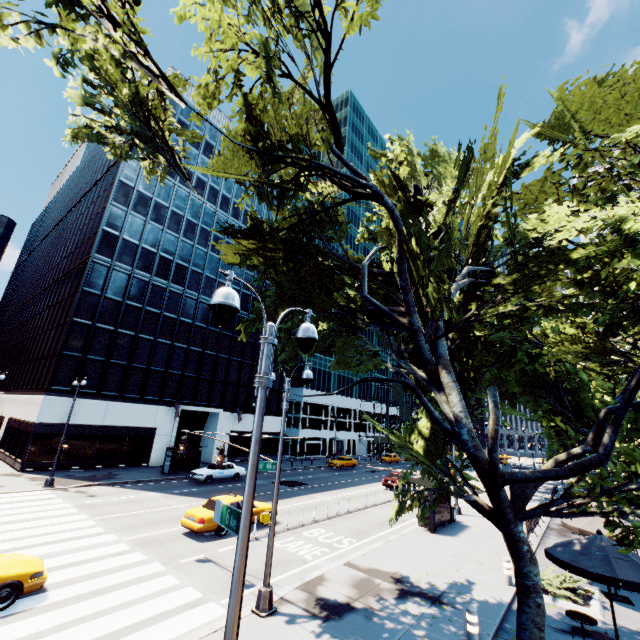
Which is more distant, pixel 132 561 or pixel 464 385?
pixel 132 561

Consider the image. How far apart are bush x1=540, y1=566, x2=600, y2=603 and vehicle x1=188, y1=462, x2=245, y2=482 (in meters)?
23.07

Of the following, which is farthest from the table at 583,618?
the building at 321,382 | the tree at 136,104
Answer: the building at 321,382

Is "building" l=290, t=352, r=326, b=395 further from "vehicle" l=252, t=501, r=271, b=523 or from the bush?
the bush

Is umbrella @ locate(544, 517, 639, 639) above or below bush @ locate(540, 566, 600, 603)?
above

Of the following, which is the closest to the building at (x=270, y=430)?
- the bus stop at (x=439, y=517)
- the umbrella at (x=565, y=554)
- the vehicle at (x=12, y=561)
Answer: the vehicle at (x=12, y=561)

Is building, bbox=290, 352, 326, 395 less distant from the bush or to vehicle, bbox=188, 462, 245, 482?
vehicle, bbox=188, 462, 245, 482

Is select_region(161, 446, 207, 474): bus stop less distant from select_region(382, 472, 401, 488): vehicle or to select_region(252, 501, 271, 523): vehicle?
select_region(252, 501, 271, 523): vehicle
